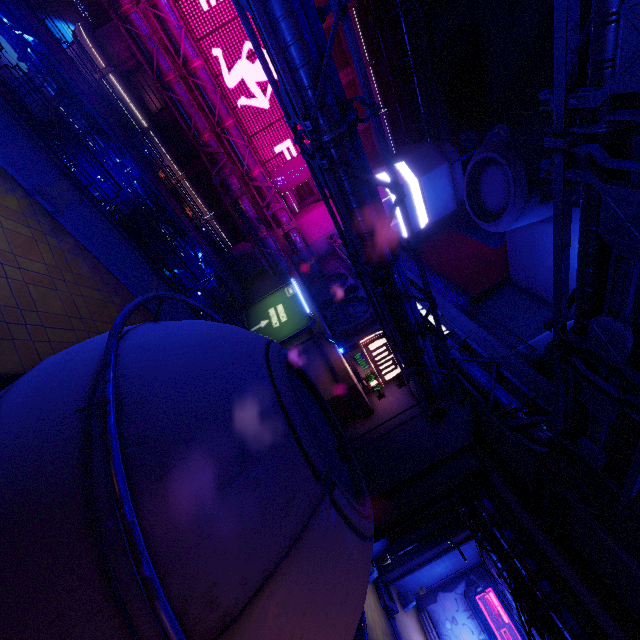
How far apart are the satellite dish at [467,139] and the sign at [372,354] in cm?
2991

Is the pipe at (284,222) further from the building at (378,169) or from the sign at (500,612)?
the sign at (500,612)

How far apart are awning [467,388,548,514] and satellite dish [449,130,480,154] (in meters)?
33.81

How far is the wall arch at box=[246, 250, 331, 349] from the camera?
24.1 meters

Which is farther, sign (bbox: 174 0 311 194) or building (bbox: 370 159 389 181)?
building (bbox: 370 159 389 181)

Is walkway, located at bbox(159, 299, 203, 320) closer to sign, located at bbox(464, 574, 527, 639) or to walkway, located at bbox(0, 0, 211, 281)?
walkway, located at bbox(0, 0, 211, 281)

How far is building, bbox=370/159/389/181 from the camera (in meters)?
38.12

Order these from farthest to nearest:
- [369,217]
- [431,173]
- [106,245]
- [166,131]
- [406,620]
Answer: [431,173] < [166,131] < [406,620] < [106,245] < [369,217]
